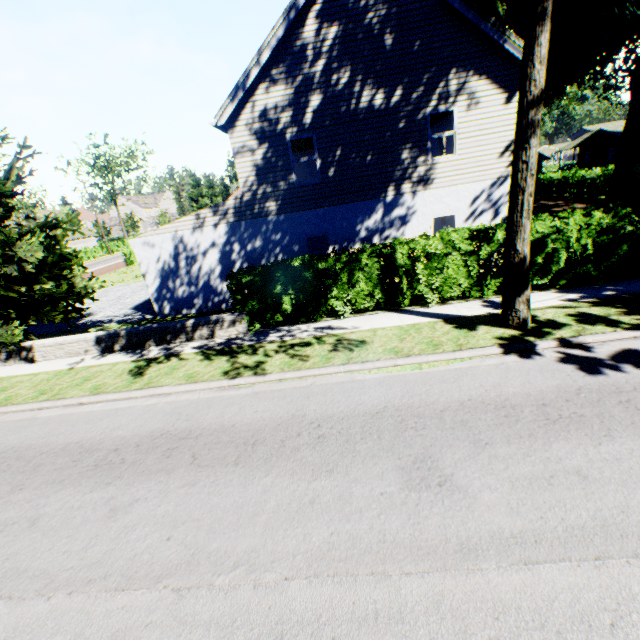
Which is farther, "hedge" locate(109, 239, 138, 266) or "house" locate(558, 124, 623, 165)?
"house" locate(558, 124, 623, 165)

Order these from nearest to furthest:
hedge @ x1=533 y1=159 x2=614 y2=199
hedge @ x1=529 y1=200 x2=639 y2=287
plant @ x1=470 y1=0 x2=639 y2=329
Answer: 1. plant @ x1=470 y1=0 x2=639 y2=329
2. hedge @ x1=529 y1=200 x2=639 y2=287
3. hedge @ x1=533 y1=159 x2=614 y2=199

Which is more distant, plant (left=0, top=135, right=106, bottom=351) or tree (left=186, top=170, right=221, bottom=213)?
tree (left=186, top=170, right=221, bottom=213)

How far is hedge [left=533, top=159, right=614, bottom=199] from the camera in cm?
2623

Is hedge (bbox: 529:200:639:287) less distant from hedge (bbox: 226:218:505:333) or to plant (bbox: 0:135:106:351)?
hedge (bbox: 226:218:505:333)

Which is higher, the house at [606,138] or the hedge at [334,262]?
the house at [606,138]

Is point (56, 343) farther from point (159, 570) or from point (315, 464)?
point (315, 464)

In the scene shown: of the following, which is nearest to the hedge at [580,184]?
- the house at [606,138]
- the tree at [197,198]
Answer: the tree at [197,198]
